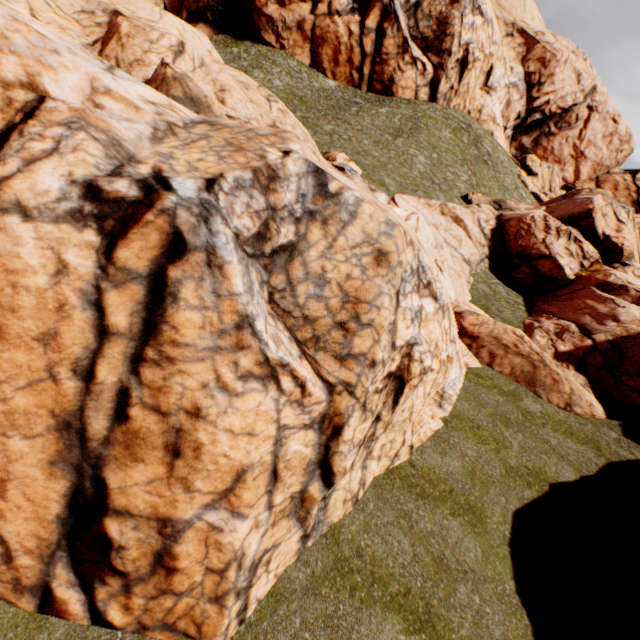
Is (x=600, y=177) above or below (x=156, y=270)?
above
